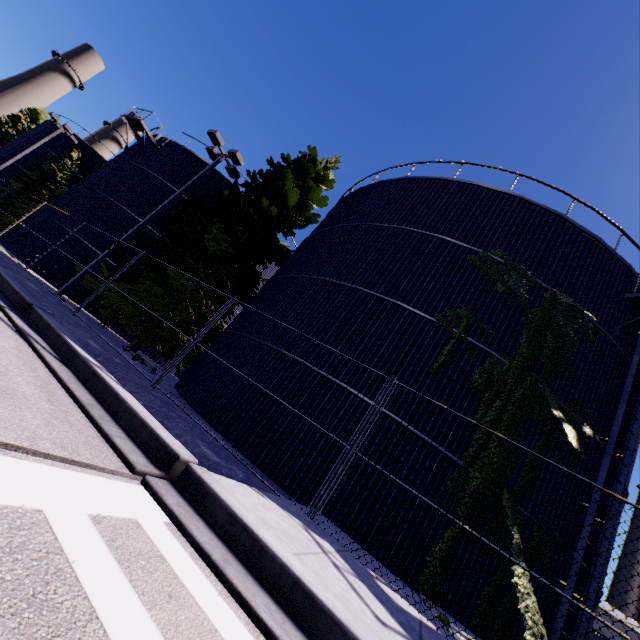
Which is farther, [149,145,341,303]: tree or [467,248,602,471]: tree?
[149,145,341,303]: tree

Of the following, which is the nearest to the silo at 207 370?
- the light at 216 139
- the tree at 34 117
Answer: the tree at 34 117

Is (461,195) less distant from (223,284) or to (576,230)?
(576,230)

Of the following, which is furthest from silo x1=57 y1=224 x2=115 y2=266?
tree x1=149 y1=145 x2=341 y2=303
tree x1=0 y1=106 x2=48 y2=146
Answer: tree x1=0 y1=106 x2=48 y2=146

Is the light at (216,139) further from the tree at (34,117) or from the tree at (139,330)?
the tree at (34,117)

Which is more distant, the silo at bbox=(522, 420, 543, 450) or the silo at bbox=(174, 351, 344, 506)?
the silo at bbox=(522, 420, 543, 450)

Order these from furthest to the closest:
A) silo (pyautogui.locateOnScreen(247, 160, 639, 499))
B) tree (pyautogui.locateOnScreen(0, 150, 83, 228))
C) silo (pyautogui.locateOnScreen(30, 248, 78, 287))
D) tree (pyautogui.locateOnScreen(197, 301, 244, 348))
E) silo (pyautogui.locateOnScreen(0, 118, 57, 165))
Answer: silo (pyautogui.locateOnScreen(0, 118, 57, 165)) → tree (pyautogui.locateOnScreen(0, 150, 83, 228)) → silo (pyautogui.locateOnScreen(30, 248, 78, 287)) → tree (pyautogui.locateOnScreen(197, 301, 244, 348)) → silo (pyautogui.locateOnScreen(247, 160, 639, 499))
